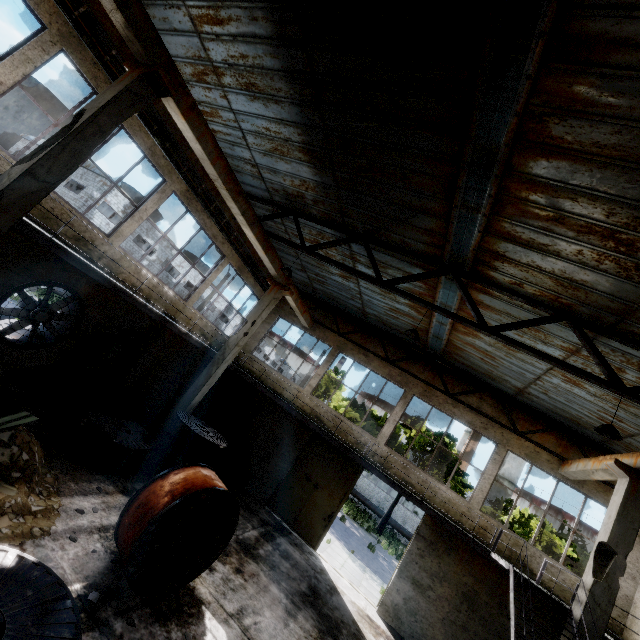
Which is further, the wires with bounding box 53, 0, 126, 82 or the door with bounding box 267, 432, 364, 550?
the door with bounding box 267, 432, 364, 550

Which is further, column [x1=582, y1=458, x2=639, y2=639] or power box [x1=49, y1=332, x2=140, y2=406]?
power box [x1=49, y1=332, x2=140, y2=406]

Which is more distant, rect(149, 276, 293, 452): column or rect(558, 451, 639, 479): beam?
rect(149, 276, 293, 452): column

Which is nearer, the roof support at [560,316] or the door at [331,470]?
the roof support at [560,316]

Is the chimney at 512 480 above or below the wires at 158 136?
above

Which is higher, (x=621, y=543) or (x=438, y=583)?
(x=621, y=543)

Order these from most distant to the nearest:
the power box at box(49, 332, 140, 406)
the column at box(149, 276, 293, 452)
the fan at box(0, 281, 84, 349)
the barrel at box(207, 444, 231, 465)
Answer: the barrel at box(207, 444, 231, 465) → the column at box(149, 276, 293, 452) → the power box at box(49, 332, 140, 406) → the fan at box(0, 281, 84, 349)

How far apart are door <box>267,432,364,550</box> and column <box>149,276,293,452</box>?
5.3 meters
